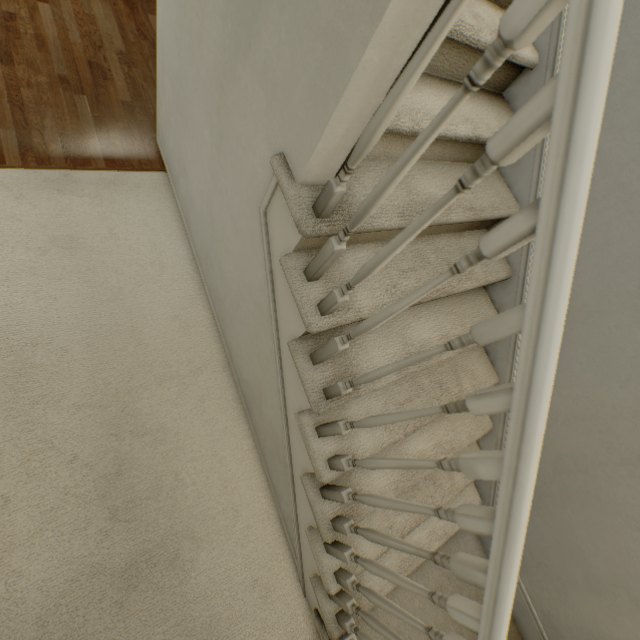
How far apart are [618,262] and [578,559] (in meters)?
1.58
